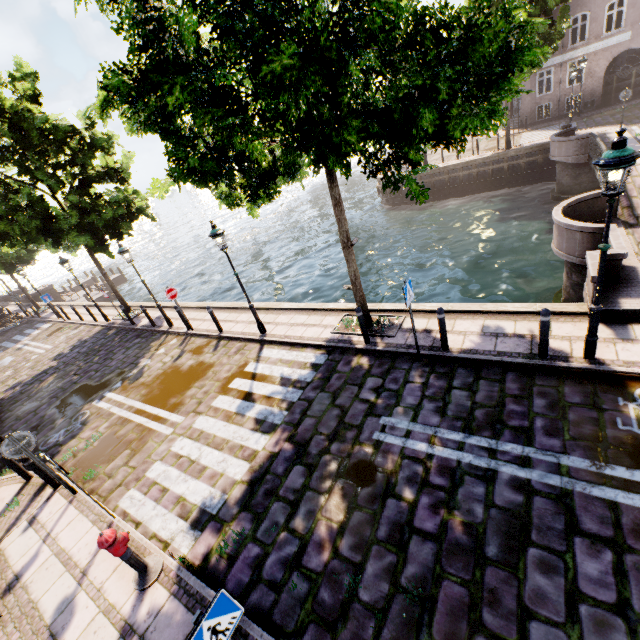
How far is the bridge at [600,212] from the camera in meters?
8.3

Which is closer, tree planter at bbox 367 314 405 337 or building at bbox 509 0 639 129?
tree planter at bbox 367 314 405 337

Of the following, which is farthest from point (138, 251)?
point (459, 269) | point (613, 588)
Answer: point (613, 588)

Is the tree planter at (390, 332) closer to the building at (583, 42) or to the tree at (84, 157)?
the tree at (84, 157)

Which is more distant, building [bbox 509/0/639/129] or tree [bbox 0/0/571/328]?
building [bbox 509/0/639/129]

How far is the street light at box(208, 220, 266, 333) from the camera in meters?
9.0

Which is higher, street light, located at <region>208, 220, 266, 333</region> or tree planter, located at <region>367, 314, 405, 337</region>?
street light, located at <region>208, 220, 266, 333</region>

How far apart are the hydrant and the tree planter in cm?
624
